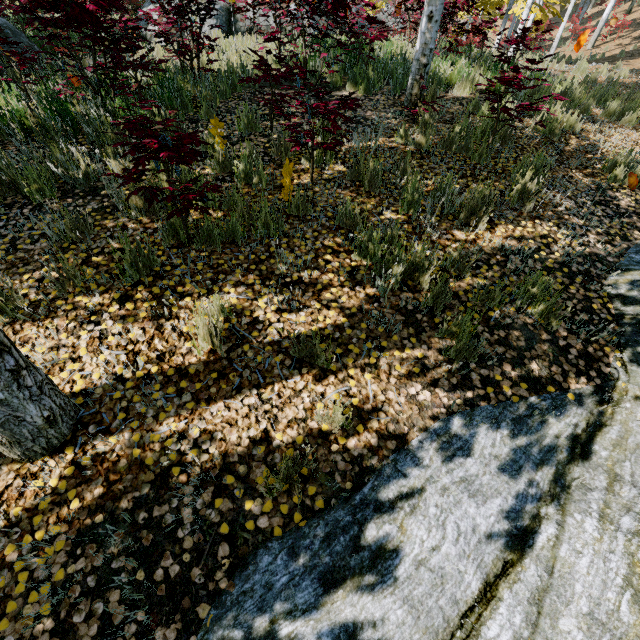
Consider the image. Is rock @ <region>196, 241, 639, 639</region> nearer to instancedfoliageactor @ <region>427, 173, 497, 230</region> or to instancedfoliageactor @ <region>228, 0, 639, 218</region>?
instancedfoliageactor @ <region>228, 0, 639, 218</region>

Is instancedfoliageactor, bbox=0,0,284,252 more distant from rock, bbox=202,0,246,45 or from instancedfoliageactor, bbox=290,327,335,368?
instancedfoliageactor, bbox=290,327,335,368

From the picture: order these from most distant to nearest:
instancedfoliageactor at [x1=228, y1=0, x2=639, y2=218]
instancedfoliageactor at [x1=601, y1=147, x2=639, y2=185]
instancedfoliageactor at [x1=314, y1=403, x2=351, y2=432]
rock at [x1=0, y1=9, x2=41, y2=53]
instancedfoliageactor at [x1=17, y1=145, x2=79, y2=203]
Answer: rock at [x1=0, y1=9, x2=41, y2=53] → instancedfoliageactor at [x1=601, y1=147, x2=639, y2=185] → instancedfoliageactor at [x1=228, y1=0, x2=639, y2=218] → instancedfoliageactor at [x1=17, y1=145, x2=79, y2=203] → instancedfoliageactor at [x1=314, y1=403, x2=351, y2=432]

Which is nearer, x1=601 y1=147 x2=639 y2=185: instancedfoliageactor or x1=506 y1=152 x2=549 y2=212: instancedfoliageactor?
x1=506 y1=152 x2=549 y2=212: instancedfoliageactor

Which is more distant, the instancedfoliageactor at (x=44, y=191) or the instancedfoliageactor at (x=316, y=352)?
the instancedfoliageactor at (x=44, y=191)

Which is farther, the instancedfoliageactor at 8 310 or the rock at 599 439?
the instancedfoliageactor at 8 310

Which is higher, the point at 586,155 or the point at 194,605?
the point at 586,155

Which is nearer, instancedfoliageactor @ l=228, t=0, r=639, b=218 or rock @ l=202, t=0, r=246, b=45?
instancedfoliageactor @ l=228, t=0, r=639, b=218
